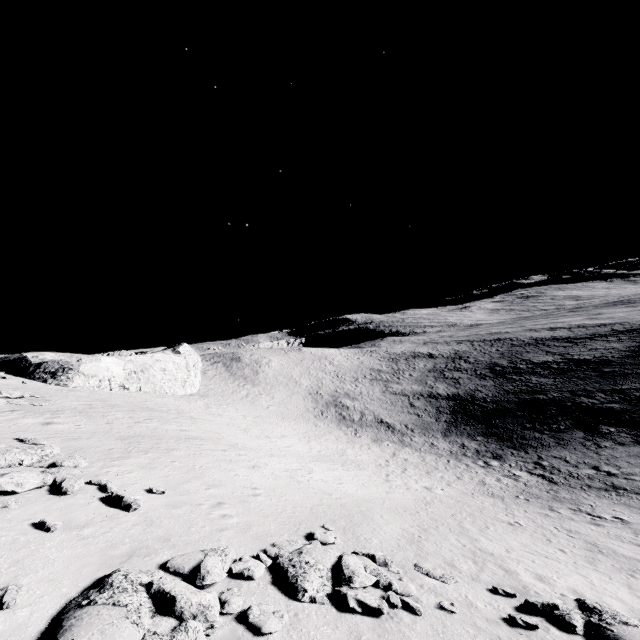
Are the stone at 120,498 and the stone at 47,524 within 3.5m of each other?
yes

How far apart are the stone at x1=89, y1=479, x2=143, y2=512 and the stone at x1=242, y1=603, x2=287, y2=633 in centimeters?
505cm

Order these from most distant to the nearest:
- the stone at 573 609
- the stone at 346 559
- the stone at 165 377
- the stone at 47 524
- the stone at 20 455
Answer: the stone at 165 377, the stone at 20 455, the stone at 47 524, the stone at 573 609, the stone at 346 559

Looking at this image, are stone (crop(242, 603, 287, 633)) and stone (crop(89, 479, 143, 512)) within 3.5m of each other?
no

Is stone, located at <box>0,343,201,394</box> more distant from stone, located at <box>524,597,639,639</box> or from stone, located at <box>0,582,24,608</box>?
stone, located at <box>524,597,639,639</box>

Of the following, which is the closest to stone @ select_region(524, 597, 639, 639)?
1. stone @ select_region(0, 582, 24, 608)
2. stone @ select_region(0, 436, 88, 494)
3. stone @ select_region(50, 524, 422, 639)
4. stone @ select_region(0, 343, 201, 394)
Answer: stone @ select_region(50, 524, 422, 639)

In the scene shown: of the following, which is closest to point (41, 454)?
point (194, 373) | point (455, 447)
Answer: point (194, 373)

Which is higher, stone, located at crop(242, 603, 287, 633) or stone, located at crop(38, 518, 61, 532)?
stone, located at crop(38, 518, 61, 532)
